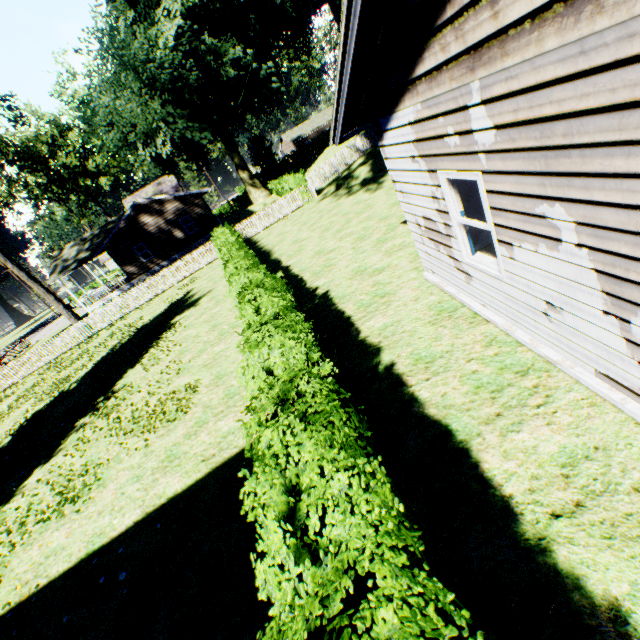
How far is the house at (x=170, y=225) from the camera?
29.4m

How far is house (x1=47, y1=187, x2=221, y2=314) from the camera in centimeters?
2944cm

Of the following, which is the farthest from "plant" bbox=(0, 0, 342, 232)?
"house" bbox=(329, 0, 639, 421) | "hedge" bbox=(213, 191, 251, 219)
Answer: "house" bbox=(329, 0, 639, 421)

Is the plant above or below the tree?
above

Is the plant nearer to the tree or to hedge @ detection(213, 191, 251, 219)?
hedge @ detection(213, 191, 251, 219)

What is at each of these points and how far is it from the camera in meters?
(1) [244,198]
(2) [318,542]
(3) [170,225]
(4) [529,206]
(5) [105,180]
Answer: (1) hedge, 54.5 m
(2) hedge, 2.8 m
(3) house, 30.6 m
(4) house, 3.4 m
(5) plant, 41.7 m

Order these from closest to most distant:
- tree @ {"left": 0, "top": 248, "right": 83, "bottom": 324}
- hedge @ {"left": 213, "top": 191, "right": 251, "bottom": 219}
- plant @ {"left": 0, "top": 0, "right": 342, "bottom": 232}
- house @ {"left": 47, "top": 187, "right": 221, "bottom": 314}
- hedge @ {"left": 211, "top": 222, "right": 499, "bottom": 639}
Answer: hedge @ {"left": 211, "top": 222, "right": 499, "bottom": 639}, tree @ {"left": 0, "top": 248, "right": 83, "bottom": 324}, plant @ {"left": 0, "top": 0, "right": 342, "bottom": 232}, house @ {"left": 47, "top": 187, "right": 221, "bottom": 314}, hedge @ {"left": 213, "top": 191, "right": 251, "bottom": 219}

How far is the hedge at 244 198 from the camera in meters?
53.9
